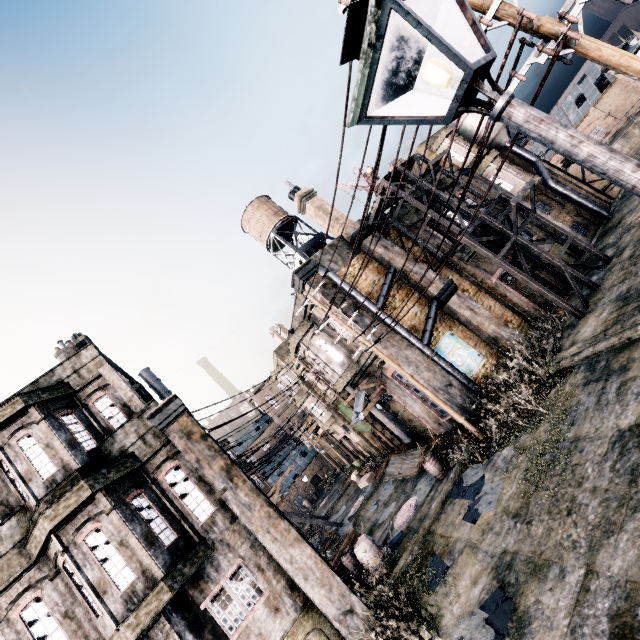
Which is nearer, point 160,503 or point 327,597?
point 327,597

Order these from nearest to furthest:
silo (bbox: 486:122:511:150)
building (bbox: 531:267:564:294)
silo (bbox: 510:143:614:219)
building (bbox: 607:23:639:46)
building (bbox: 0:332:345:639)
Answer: building (bbox: 0:332:345:639)
building (bbox: 531:267:564:294)
silo (bbox: 510:143:614:219)
silo (bbox: 486:122:511:150)
building (bbox: 607:23:639:46)

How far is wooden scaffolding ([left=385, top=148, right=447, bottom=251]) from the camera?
16.47m

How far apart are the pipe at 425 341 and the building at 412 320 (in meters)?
0.00

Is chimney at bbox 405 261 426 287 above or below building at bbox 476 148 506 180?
below

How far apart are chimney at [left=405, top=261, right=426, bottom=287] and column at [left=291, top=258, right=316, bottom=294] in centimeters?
282cm

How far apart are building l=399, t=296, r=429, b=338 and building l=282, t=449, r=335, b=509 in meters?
48.1

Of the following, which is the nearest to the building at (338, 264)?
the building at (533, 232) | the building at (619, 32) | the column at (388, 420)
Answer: the building at (533, 232)
